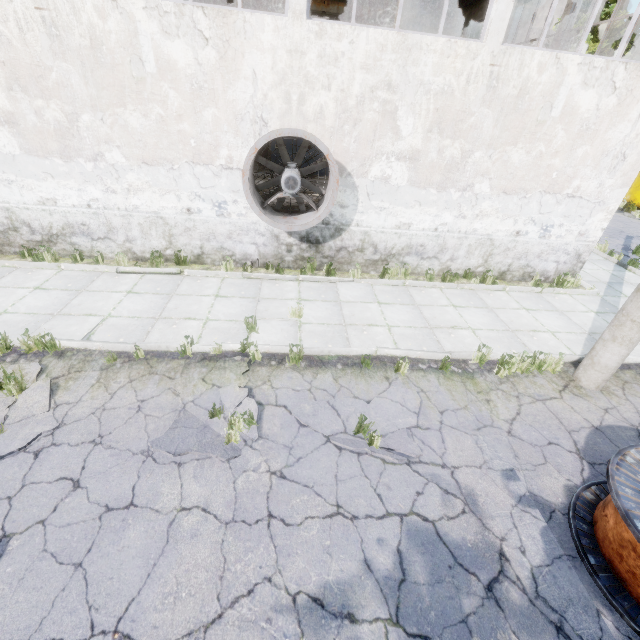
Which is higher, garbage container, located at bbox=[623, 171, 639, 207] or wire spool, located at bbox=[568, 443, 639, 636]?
garbage container, located at bbox=[623, 171, 639, 207]

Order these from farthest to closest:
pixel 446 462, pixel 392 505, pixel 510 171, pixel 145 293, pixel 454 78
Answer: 1. pixel 510 171
2. pixel 145 293
3. pixel 454 78
4. pixel 446 462
5. pixel 392 505

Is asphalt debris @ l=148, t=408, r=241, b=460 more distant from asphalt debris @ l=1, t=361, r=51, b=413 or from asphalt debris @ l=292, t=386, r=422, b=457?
asphalt debris @ l=1, t=361, r=51, b=413

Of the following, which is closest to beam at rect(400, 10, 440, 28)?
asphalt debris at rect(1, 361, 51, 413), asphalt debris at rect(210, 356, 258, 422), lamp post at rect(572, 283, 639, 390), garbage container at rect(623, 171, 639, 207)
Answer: garbage container at rect(623, 171, 639, 207)

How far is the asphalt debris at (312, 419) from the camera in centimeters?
471cm

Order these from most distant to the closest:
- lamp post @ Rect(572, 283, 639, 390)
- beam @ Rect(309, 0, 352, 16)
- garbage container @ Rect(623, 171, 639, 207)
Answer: garbage container @ Rect(623, 171, 639, 207) → beam @ Rect(309, 0, 352, 16) → lamp post @ Rect(572, 283, 639, 390)

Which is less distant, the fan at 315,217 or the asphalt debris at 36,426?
the asphalt debris at 36,426

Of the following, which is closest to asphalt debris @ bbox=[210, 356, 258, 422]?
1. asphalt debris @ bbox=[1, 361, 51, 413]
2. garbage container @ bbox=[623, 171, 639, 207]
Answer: asphalt debris @ bbox=[1, 361, 51, 413]
